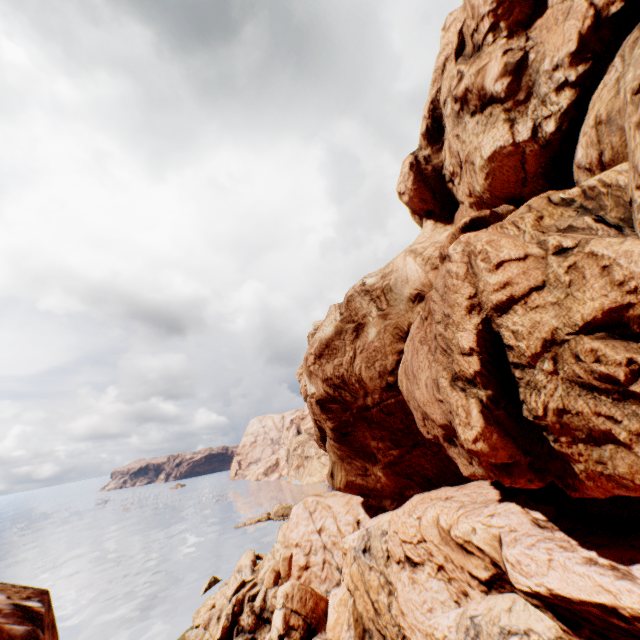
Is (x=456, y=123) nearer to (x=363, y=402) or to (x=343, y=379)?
(x=343, y=379)

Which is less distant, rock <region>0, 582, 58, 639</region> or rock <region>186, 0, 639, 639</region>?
rock <region>0, 582, 58, 639</region>

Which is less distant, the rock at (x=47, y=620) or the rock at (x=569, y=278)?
the rock at (x=47, y=620)
